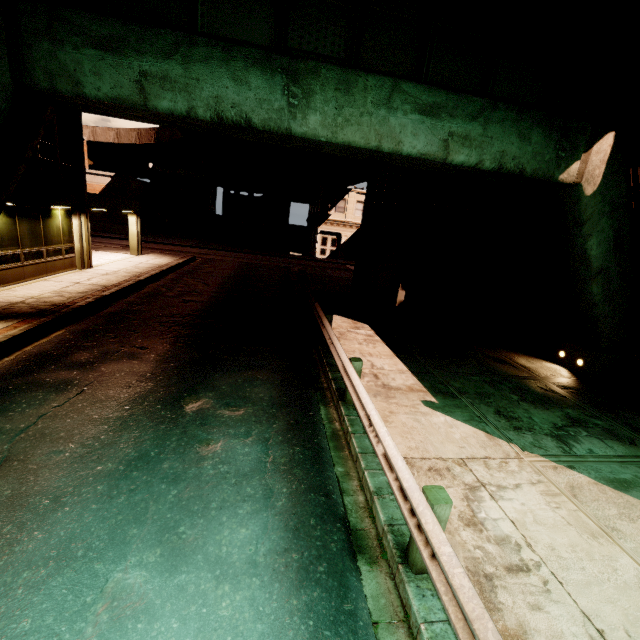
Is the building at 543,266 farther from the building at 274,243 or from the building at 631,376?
the building at 274,243

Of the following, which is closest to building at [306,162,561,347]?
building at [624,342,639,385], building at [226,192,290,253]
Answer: building at [624,342,639,385]

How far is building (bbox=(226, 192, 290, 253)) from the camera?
36.41m

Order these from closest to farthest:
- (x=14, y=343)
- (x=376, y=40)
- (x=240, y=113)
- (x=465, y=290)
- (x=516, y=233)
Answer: (x=240, y=113), (x=376, y=40), (x=14, y=343), (x=516, y=233), (x=465, y=290)

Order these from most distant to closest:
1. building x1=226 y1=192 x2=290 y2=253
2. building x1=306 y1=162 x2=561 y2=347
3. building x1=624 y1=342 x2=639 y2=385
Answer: building x1=226 y1=192 x2=290 y2=253 → building x1=306 y1=162 x2=561 y2=347 → building x1=624 y1=342 x2=639 y2=385

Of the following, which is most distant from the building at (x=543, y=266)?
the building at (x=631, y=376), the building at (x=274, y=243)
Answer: the building at (x=274, y=243)

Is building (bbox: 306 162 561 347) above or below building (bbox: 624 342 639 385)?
above
